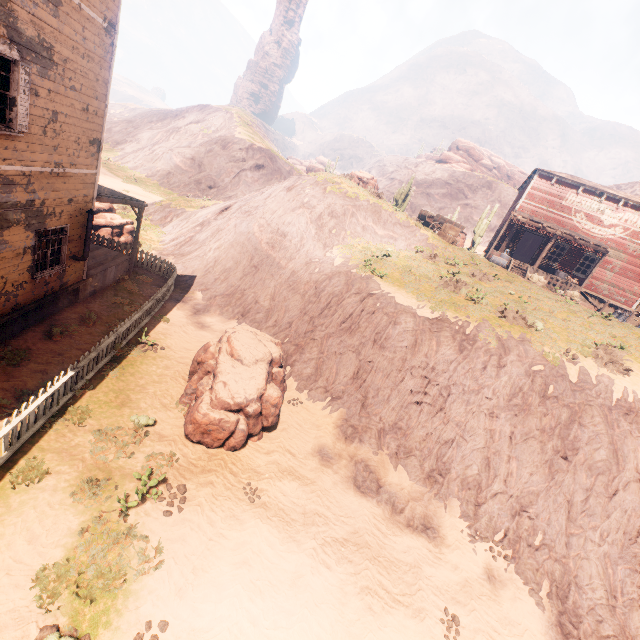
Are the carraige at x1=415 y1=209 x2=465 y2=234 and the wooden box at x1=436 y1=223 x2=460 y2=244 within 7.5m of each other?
yes

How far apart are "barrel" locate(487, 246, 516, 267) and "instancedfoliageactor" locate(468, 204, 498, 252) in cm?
857

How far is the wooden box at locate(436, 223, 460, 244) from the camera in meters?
21.8 m

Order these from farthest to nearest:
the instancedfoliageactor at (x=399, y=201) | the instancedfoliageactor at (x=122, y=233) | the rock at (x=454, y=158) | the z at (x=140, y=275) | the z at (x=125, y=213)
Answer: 1. the rock at (x=454, y=158)
2. the instancedfoliageactor at (x=399, y=201)
3. the z at (x=125, y=213)
4. the instancedfoliageactor at (x=122, y=233)
5. the z at (x=140, y=275)

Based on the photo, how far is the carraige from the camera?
22.67m

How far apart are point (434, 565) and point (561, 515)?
4.3m

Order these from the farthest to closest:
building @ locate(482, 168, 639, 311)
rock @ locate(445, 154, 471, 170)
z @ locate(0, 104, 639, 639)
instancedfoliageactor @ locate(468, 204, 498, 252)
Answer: rock @ locate(445, 154, 471, 170)
instancedfoliageactor @ locate(468, 204, 498, 252)
building @ locate(482, 168, 639, 311)
z @ locate(0, 104, 639, 639)

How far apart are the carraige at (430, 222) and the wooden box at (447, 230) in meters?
0.0
